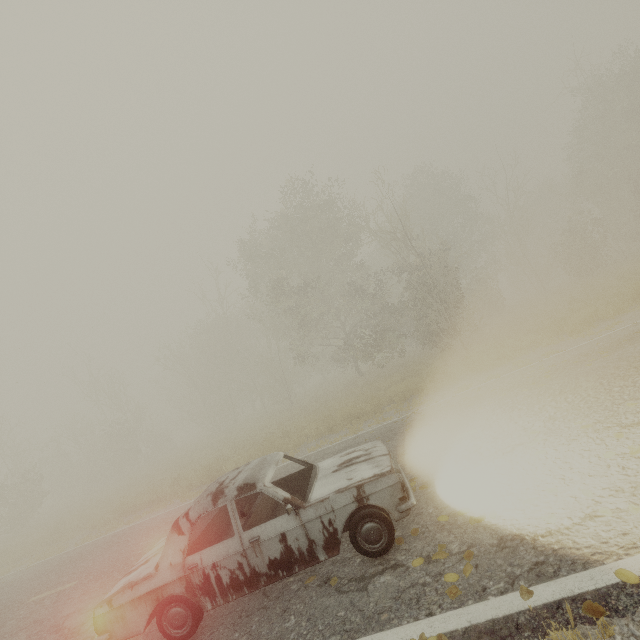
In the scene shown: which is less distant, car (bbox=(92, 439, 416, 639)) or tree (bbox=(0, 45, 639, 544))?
car (bbox=(92, 439, 416, 639))

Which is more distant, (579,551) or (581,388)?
(581,388)

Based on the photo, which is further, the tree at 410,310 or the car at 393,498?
the tree at 410,310
